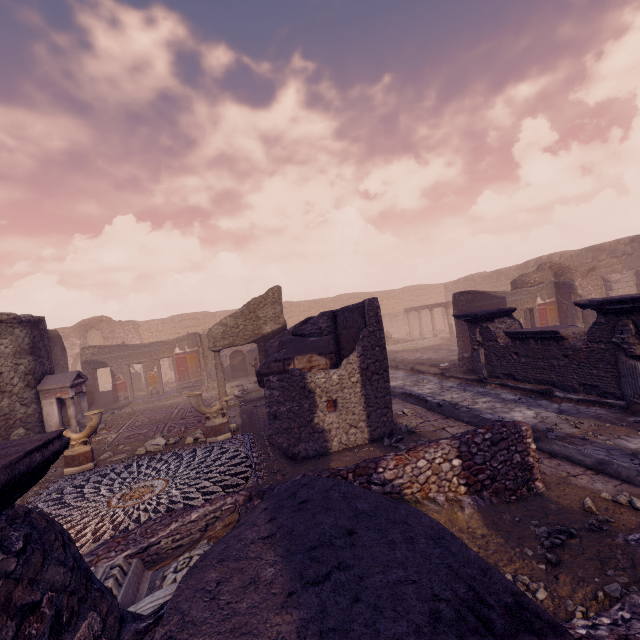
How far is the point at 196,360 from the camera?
17.02m

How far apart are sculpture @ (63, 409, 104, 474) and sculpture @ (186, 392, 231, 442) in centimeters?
187cm

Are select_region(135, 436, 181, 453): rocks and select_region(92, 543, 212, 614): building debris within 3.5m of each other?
no

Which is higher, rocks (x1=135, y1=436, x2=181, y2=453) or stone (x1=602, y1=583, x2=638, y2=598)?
stone (x1=602, y1=583, x2=638, y2=598)

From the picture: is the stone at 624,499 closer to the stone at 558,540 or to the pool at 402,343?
the stone at 558,540

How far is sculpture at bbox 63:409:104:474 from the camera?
7.2 meters

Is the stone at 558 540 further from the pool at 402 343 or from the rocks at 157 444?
the pool at 402 343

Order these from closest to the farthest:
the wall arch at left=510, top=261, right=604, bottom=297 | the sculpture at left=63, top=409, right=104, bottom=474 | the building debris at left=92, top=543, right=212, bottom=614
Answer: the building debris at left=92, top=543, right=212, bottom=614
the sculpture at left=63, top=409, right=104, bottom=474
the wall arch at left=510, top=261, right=604, bottom=297
